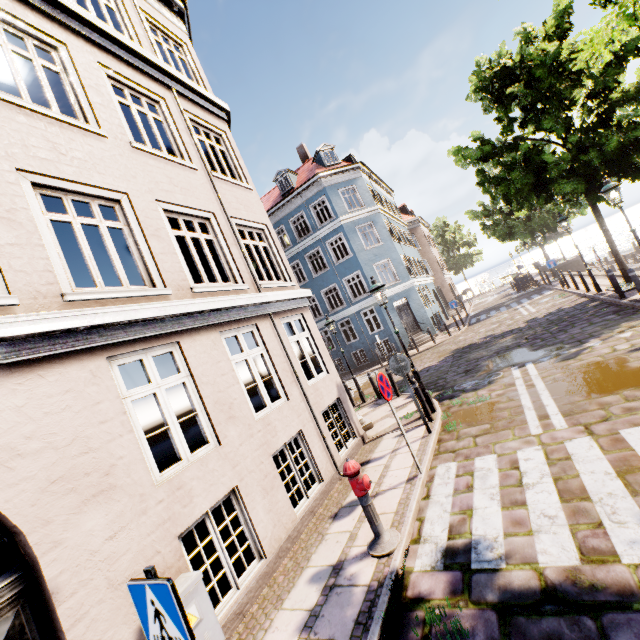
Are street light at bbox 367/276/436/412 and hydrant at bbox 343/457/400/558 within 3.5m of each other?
no

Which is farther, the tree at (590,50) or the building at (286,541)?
the tree at (590,50)

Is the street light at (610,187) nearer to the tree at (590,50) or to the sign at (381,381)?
the tree at (590,50)

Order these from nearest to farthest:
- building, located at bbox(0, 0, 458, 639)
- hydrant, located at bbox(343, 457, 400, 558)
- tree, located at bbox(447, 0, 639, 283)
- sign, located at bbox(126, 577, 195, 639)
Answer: sign, located at bbox(126, 577, 195, 639) → building, located at bbox(0, 0, 458, 639) → hydrant, located at bbox(343, 457, 400, 558) → tree, located at bbox(447, 0, 639, 283)

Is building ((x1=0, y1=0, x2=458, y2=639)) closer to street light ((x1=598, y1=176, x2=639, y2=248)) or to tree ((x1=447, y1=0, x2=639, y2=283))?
tree ((x1=447, y1=0, x2=639, y2=283))

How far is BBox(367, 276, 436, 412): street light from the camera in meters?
8.5 m

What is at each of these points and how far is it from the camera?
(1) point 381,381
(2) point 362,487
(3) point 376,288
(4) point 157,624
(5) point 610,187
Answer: (1) sign, 5.9m
(2) hydrant, 4.3m
(3) street light, 8.6m
(4) sign, 2.1m
(5) street light, 8.7m

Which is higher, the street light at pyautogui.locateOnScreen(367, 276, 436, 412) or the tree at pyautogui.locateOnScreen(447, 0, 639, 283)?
the tree at pyautogui.locateOnScreen(447, 0, 639, 283)
